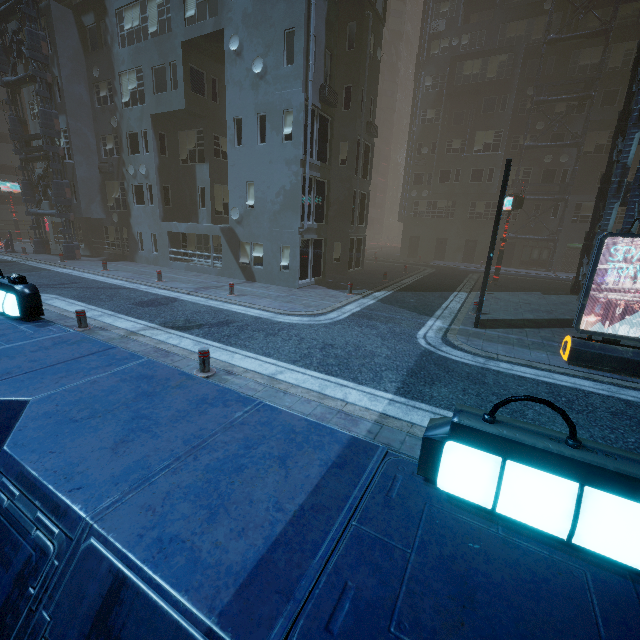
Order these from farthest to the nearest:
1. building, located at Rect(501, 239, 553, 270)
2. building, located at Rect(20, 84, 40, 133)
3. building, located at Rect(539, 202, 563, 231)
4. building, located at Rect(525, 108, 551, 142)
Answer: building, located at Rect(501, 239, 553, 270), building, located at Rect(539, 202, 563, 231), building, located at Rect(525, 108, 551, 142), building, located at Rect(20, 84, 40, 133)

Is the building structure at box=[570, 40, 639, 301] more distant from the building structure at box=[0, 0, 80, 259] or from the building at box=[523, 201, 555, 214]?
the building structure at box=[0, 0, 80, 259]

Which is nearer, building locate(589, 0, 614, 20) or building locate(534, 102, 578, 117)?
building locate(589, 0, 614, 20)

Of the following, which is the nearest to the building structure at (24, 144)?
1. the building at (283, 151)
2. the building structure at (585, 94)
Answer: the building at (283, 151)

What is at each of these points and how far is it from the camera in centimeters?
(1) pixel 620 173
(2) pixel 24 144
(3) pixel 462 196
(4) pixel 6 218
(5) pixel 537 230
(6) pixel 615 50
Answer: (1) building structure, 1502cm
(2) building structure, 2155cm
(3) building, 3356cm
(4) building, 3372cm
(5) building, 3114cm
(6) building, 2606cm

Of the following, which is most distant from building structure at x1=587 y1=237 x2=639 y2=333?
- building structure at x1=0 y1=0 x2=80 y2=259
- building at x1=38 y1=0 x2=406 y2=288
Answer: building structure at x1=0 y1=0 x2=80 y2=259
